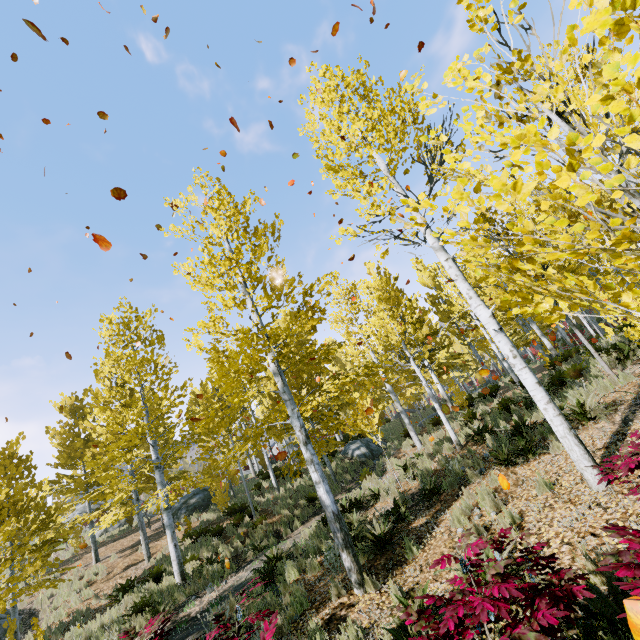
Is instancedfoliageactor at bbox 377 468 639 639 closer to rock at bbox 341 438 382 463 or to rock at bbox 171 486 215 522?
rock at bbox 341 438 382 463

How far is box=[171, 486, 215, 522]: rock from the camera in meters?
19.2

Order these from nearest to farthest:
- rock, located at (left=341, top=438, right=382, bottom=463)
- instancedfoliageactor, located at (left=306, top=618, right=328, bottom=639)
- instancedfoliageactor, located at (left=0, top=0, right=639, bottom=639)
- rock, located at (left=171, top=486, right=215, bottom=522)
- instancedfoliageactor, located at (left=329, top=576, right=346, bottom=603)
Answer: instancedfoliageactor, located at (left=0, top=0, right=639, bottom=639) → instancedfoliageactor, located at (left=306, top=618, right=328, bottom=639) → instancedfoliageactor, located at (left=329, top=576, right=346, bottom=603) → rock, located at (left=341, top=438, right=382, bottom=463) → rock, located at (left=171, top=486, right=215, bottom=522)

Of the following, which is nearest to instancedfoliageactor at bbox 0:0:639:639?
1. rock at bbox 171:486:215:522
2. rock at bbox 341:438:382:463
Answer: rock at bbox 341:438:382:463

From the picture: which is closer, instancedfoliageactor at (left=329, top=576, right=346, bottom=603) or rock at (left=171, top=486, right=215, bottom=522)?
instancedfoliageactor at (left=329, top=576, right=346, bottom=603)

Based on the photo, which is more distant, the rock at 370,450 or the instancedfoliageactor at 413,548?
the rock at 370,450

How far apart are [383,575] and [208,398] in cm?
1700
